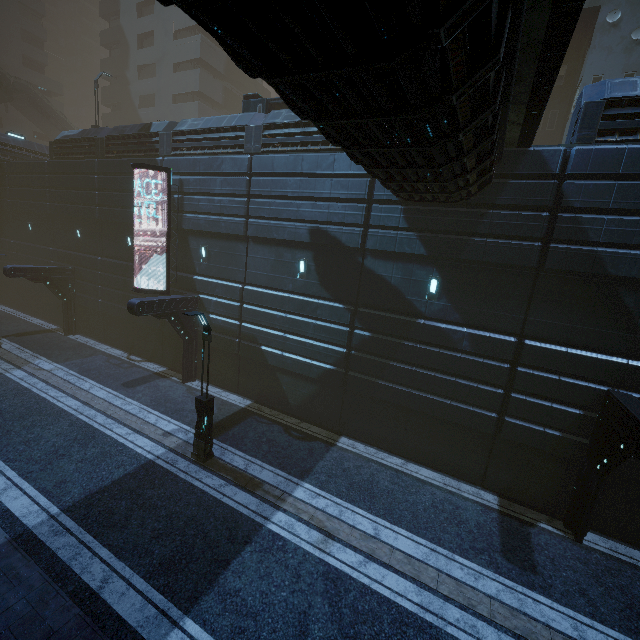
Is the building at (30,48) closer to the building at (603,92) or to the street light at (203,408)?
the building at (603,92)

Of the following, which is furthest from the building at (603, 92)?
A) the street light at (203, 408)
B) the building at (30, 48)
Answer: the street light at (203, 408)

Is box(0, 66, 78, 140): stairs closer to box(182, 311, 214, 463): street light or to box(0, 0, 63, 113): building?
box(0, 0, 63, 113): building

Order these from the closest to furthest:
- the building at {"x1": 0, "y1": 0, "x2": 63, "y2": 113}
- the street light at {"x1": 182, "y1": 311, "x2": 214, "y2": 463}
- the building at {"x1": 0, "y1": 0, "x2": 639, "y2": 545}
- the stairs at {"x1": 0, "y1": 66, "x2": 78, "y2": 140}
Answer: the building at {"x1": 0, "y1": 0, "x2": 639, "y2": 545} → the street light at {"x1": 182, "y1": 311, "x2": 214, "y2": 463} → the stairs at {"x1": 0, "y1": 66, "x2": 78, "y2": 140} → the building at {"x1": 0, "y1": 0, "x2": 63, "y2": 113}

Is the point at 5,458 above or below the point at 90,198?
below

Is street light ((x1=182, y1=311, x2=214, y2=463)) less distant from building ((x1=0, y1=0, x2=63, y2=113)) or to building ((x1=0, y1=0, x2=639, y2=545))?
building ((x1=0, y1=0, x2=639, y2=545))

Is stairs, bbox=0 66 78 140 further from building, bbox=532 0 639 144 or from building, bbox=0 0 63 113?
building, bbox=0 0 63 113

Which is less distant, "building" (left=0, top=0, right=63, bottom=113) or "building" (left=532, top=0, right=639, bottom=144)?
"building" (left=532, top=0, right=639, bottom=144)
